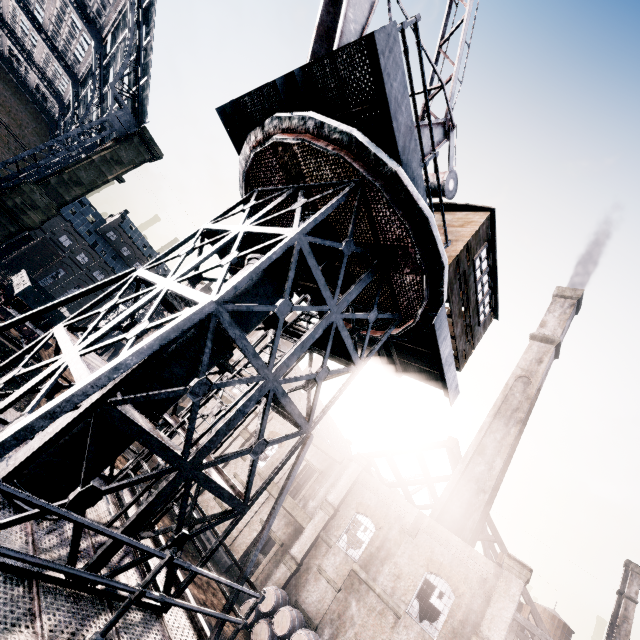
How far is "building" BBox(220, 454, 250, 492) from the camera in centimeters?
3042cm

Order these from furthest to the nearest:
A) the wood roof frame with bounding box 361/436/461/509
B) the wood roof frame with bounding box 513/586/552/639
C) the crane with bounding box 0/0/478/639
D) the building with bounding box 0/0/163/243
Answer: the wood roof frame with bounding box 361/436/461/509 → the wood roof frame with bounding box 513/586/552/639 → the building with bounding box 0/0/163/243 → the crane with bounding box 0/0/478/639

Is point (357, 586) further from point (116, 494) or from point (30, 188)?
point (30, 188)

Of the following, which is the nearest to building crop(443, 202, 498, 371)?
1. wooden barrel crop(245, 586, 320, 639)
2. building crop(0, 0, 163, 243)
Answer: building crop(0, 0, 163, 243)

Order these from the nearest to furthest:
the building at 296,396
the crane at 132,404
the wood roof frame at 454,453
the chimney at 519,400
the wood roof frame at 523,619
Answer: the crane at 132,404 < the wood roof frame at 523,619 < the chimney at 519,400 < the wood roof frame at 454,453 < the building at 296,396

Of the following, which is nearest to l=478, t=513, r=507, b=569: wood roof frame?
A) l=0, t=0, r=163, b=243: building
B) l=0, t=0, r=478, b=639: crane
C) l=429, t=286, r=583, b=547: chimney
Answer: l=0, t=0, r=163, b=243: building

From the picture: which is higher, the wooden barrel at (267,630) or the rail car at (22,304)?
the rail car at (22,304)

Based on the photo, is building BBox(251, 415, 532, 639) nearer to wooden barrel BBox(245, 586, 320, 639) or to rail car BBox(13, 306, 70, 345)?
wooden barrel BBox(245, 586, 320, 639)
